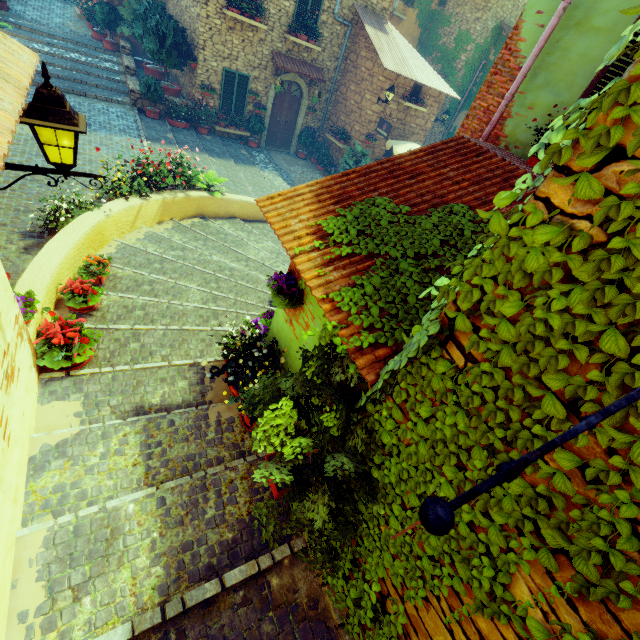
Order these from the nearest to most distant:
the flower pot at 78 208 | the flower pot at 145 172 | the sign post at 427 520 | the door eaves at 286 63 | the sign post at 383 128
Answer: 1. the sign post at 427 520
2. the flower pot at 78 208
3. the flower pot at 145 172
4. the door eaves at 286 63
5. the sign post at 383 128

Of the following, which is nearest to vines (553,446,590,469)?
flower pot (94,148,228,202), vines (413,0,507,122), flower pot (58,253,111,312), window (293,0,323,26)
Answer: flower pot (58,253,111,312)

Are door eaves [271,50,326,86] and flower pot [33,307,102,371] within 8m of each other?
no

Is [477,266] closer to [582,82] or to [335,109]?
[582,82]

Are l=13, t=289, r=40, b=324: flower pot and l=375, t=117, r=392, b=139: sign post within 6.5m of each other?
no

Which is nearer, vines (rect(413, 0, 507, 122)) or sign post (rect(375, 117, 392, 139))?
sign post (rect(375, 117, 392, 139))

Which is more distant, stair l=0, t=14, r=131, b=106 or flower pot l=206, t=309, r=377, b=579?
stair l=0, t=14, r=131, b=106

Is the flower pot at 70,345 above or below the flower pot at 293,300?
below
